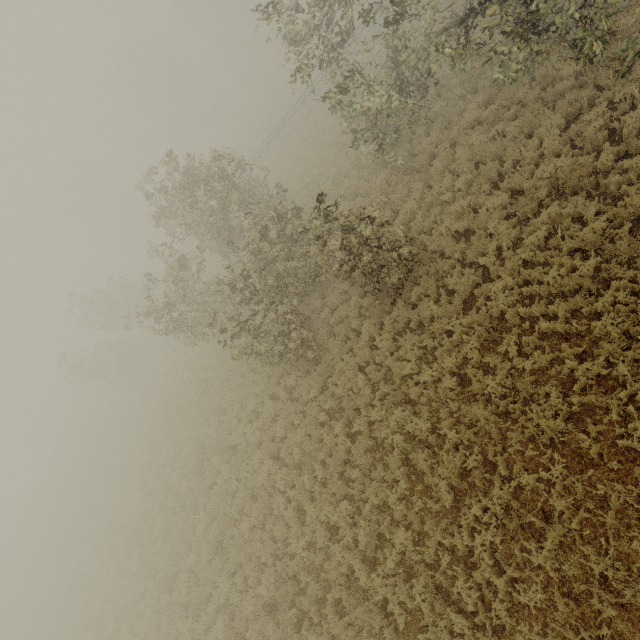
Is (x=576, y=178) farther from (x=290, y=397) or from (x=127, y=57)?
(x=127, y=57)
